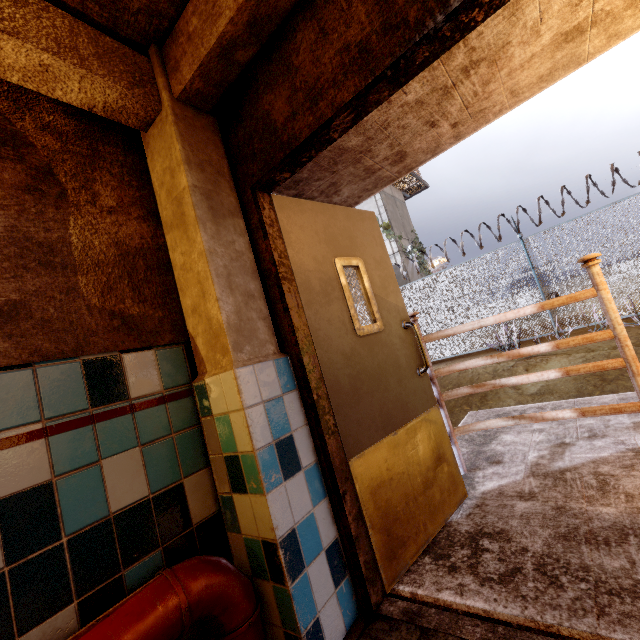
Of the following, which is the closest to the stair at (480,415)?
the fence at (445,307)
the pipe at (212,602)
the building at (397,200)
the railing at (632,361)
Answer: the railing at (632,361)

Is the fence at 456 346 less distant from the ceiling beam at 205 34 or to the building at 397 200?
the building at 397 200

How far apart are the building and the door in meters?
16.7

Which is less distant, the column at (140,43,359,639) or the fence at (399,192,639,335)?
the column at (140,43,359,639)

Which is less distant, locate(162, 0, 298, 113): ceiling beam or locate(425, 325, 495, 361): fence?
locate(162, 0, 298, 113): ceiling beam

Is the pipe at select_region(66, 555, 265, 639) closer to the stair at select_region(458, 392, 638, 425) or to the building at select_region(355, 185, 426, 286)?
the stair at select_region(458, 392, 638, 425)

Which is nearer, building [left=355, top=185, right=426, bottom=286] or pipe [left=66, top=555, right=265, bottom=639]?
pipe [left=66, top=555, right=265, bottom=639]

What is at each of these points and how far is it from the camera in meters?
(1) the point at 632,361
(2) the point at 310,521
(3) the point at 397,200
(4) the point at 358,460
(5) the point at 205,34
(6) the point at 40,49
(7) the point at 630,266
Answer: (1) railing, 2.1 m
(2) column, 1.5 m
(3) building, 21.2 m
(4) door, 1.7 m
(5) ceiling beam, 1.5 m
(6) ceiling beam, 1.3 m
(7) fence, 59.1 m
